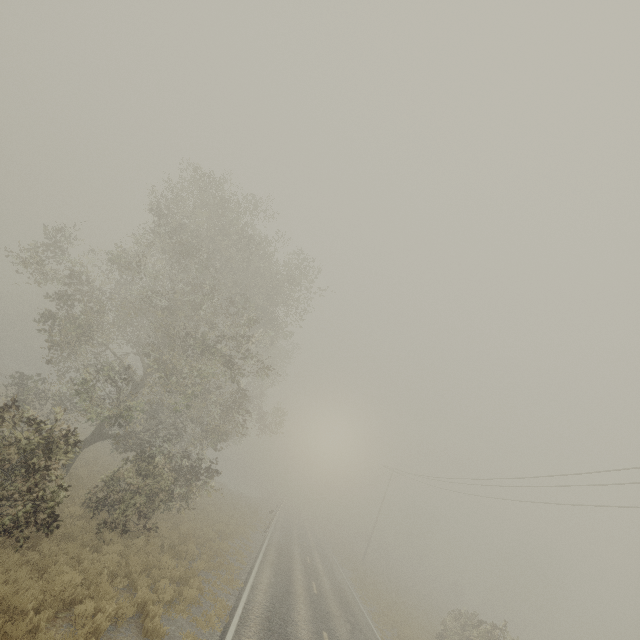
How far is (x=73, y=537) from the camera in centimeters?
1105cm
